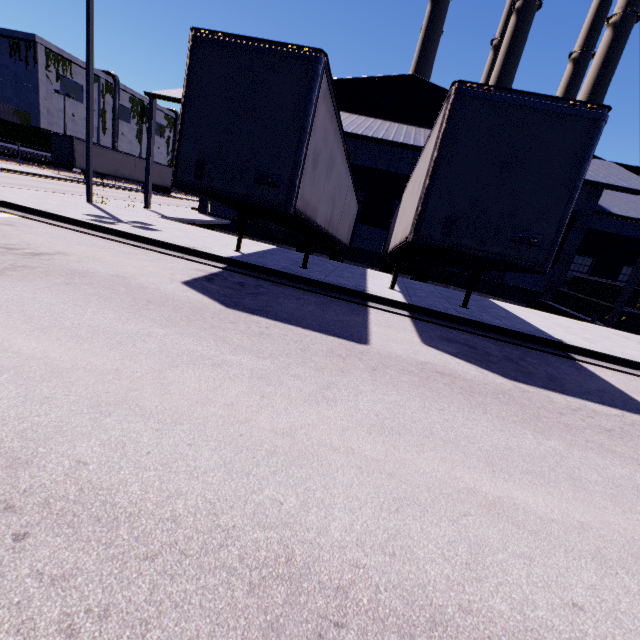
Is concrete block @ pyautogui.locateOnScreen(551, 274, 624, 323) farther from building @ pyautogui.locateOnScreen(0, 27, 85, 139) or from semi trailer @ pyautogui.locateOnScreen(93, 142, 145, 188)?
semi trailer @ pyautogui.locateOnScreen(93, 142, 145, 188)

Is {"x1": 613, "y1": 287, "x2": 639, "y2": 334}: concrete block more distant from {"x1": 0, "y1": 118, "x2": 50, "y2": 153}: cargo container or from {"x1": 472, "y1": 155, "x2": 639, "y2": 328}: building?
{"x1": 0, "y1": 118, "x2": 50, "y2": 153}: cargo container

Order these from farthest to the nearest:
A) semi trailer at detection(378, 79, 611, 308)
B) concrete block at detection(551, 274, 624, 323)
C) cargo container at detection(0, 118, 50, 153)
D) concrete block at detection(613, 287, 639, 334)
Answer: cargo container at detection(0, 118, 50, 153)
concrete block at detection(551, 274, 624, 323)
concrete block at detection(613, 287, 639, 334)
semi trailer at detection(378, 79, 611, 308)

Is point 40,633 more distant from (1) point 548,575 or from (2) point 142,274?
(2) point 142,274

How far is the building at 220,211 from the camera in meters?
22.5

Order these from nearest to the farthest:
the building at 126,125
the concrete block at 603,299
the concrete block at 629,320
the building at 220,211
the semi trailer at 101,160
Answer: the concrete block at 629,320 < the concrete block at 603,299 < the building at 220,211 < the semi trailer at 101,160 < the building at 126,125

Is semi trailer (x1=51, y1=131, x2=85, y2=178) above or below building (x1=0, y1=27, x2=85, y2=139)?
below
